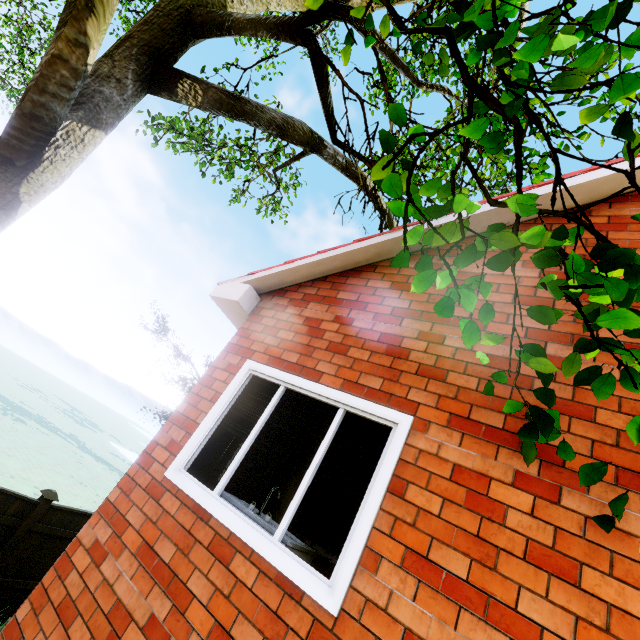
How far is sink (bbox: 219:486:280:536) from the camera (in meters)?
2.61

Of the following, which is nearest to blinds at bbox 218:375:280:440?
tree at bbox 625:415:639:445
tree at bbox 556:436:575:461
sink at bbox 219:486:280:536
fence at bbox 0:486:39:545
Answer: sink at bbox 219:486:280:536

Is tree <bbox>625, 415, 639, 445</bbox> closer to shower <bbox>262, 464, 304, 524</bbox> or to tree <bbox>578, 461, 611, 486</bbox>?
tree <bbox>578, 461, 611, 486</bbox>

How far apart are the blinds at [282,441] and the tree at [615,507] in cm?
101

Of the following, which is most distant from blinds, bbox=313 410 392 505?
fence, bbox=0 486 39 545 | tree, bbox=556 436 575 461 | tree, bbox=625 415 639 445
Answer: fence, bbox=0 486 39 545

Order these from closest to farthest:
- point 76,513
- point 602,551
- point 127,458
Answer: point 602,551
point 76,513
point 127,458

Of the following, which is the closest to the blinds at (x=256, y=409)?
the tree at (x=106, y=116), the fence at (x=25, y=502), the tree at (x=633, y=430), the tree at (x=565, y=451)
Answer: the tree at (x=565, y=451)

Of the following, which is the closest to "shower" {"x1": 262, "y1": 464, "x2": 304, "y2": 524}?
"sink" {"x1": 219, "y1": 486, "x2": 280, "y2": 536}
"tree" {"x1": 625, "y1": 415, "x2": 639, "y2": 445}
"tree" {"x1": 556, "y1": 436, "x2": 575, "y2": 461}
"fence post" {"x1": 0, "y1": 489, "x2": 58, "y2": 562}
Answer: "sink" {"x1": 219, "y1": 486, "x2": 280, "y2": 536}
